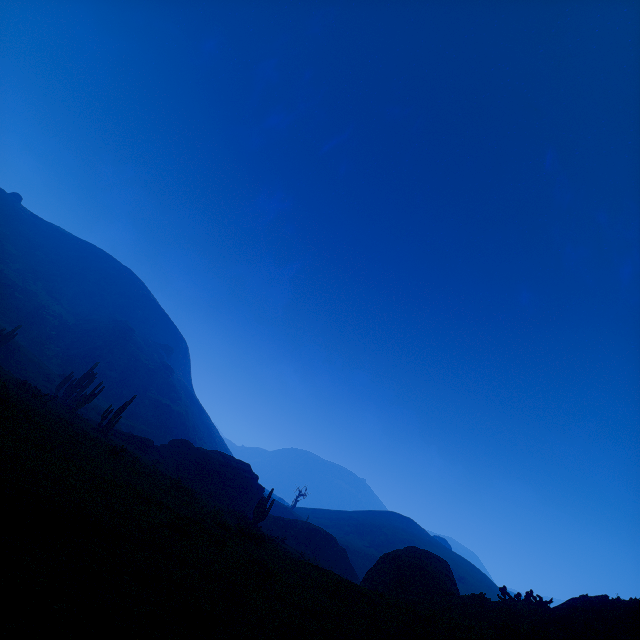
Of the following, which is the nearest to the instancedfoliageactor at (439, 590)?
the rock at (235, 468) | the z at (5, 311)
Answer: the rock at (235, 468)

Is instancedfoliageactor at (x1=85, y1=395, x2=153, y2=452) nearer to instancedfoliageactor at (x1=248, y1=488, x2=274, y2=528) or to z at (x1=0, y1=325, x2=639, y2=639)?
z at (x1=0, y1=325, x2=639, y2=639)

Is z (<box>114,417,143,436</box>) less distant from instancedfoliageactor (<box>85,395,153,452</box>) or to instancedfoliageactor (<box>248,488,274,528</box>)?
instancedfoliageactor (<box>85,395,153,452</box>)

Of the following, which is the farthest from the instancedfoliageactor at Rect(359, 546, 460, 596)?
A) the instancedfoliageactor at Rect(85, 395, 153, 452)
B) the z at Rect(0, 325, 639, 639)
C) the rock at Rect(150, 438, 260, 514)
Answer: the instancedfoliageactor at Rect(85, 395, 153, 452)

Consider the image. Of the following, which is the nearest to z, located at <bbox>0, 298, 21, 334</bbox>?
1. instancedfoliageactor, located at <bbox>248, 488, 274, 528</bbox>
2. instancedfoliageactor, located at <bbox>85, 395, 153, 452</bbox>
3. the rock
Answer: the rock

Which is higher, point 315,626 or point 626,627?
point 626,627

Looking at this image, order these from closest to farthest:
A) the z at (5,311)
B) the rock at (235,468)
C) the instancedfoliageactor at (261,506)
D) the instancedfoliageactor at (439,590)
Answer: the instancedfoliageactor at (439,590)
the instancedfoliageactor at (261,506)
the rock at (235,468)
the z at (5,311)
